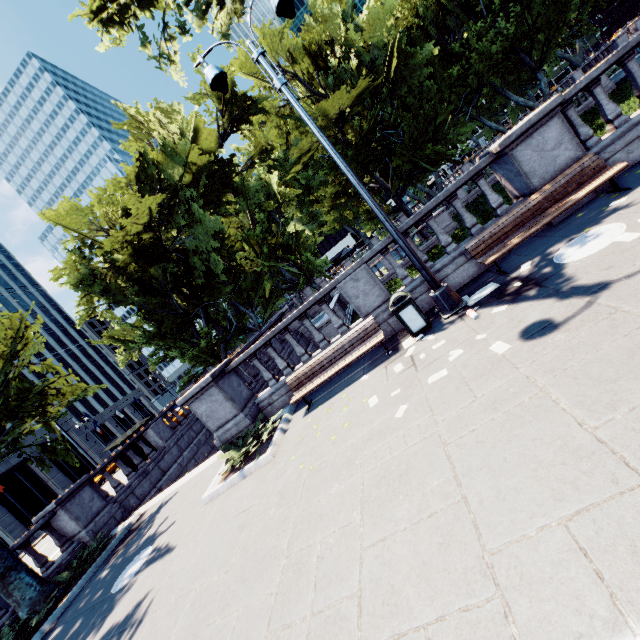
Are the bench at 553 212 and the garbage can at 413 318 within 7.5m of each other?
yes

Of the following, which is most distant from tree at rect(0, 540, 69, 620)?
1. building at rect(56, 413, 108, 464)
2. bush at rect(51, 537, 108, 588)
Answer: building at rect(56, 413, 108, 464)

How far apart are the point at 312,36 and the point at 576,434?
27.4 meters

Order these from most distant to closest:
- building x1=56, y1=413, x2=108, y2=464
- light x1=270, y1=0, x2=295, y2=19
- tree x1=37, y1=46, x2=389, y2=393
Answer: building x1=56, y1=413, x2=108, y2=464
tree x1=37, y1=46, x2=389, y2=393
light x1=270, y1=0, x2=295, y2=19

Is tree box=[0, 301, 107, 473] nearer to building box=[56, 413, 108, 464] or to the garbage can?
the garbage can

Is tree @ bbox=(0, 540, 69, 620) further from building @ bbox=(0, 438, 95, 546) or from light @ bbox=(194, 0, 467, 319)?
building @ bbox=(0, 438, 95, 546)

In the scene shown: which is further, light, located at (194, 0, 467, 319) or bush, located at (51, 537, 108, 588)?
bush, located at (51, 537, 108, 588)

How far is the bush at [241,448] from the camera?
8.06m
